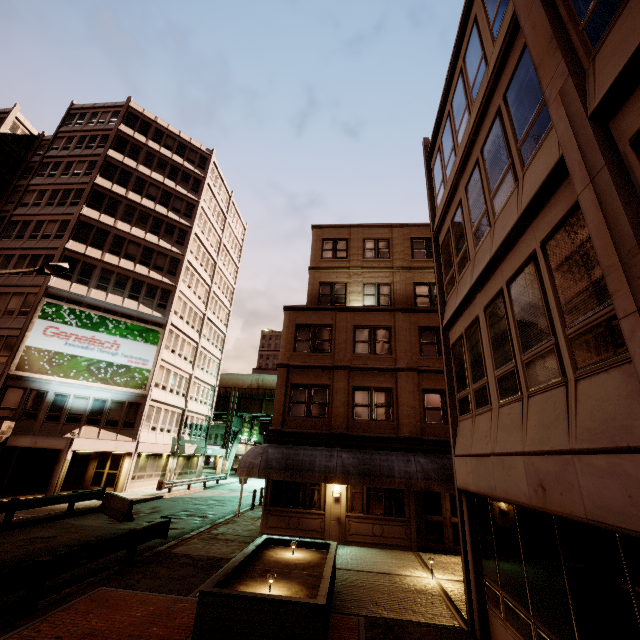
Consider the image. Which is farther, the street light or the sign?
the sign

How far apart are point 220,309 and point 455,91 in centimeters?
3900cm

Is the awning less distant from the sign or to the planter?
the planter

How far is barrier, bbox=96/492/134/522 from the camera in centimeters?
1677cm

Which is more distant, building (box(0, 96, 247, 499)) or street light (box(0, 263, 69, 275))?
building (box(0, 96, 247, 499))

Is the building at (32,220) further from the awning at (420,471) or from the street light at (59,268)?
the awning at (420,471)

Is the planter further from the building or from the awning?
the building

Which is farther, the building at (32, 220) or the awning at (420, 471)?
the building at (32, 220)
